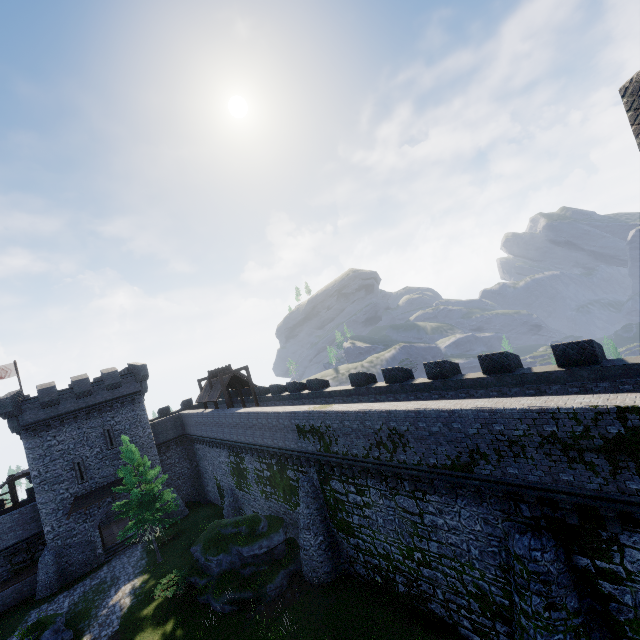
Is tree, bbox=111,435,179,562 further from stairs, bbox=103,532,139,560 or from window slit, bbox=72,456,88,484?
window slit, bbox=72,456,88,484

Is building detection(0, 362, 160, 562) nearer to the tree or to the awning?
the awning

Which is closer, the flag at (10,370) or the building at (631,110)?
the building at (631,110)

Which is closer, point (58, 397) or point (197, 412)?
point (58, 397)

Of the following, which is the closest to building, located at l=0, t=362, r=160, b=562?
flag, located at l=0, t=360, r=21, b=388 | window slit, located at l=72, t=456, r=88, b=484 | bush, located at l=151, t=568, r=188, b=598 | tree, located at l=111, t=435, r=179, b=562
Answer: window slit, located at l=72, t=456, r=88, b=484

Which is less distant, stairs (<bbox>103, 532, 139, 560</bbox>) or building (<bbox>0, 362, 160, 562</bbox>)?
building (<bbox>0, 362, 160, 562</bbox>)

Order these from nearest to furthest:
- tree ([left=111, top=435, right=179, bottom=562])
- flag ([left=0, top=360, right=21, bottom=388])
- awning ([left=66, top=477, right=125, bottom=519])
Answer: tree ([left=111, top=435, right=179, bottom=562]), awning ([left=66, top=477, right=125, bottom=519]), flag ([left=0, top=360, right=21, bottom=388])

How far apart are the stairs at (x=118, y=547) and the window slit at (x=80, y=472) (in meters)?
6.73
